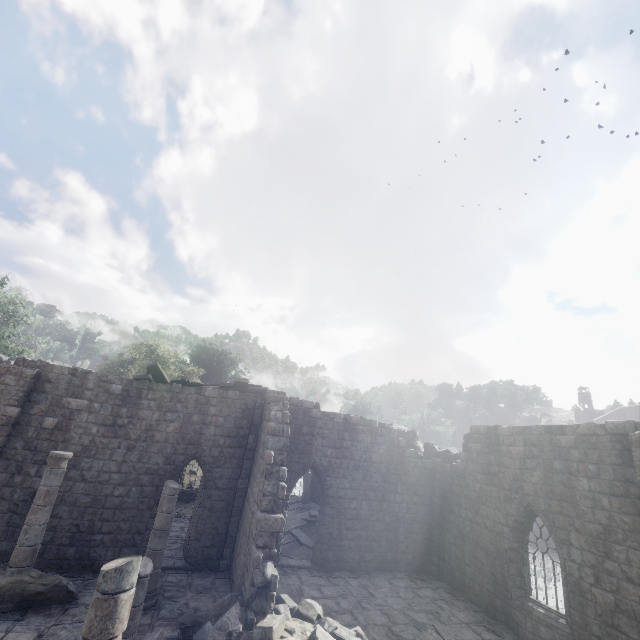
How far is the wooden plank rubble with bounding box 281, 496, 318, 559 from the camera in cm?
1544

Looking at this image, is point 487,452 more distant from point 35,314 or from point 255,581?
point 35,314

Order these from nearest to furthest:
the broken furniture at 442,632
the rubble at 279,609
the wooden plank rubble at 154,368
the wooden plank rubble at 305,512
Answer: the rubble at 279,609
the broken furniture at 442,632
the wooden plank rubble at 154,368
the wooden plank rubble at 305,512

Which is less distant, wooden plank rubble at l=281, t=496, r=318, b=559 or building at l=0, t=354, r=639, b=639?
building at l=0, t=354, r=639, b=639

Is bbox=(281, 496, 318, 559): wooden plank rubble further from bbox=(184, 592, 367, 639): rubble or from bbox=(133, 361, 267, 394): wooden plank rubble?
bbox=(133, 361, 267, 394): wooden plank rubble

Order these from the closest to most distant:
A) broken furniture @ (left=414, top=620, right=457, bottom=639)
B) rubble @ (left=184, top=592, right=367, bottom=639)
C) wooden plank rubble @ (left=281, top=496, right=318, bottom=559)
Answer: rubble @ (left=184, top=592, right=367, bottom=639) < broken furniture @ (left=414, top=620, right=457, bottom=639) < wooden plank rubble @ (left=281, top=496, right=318, bottom=559)

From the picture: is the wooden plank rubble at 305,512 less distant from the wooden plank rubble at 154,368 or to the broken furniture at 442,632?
the wooden plank rubble at 154,368

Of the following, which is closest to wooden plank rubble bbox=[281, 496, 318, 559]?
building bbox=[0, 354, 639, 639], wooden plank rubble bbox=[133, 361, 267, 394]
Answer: building bbox=[0, 354, 639, 639]
